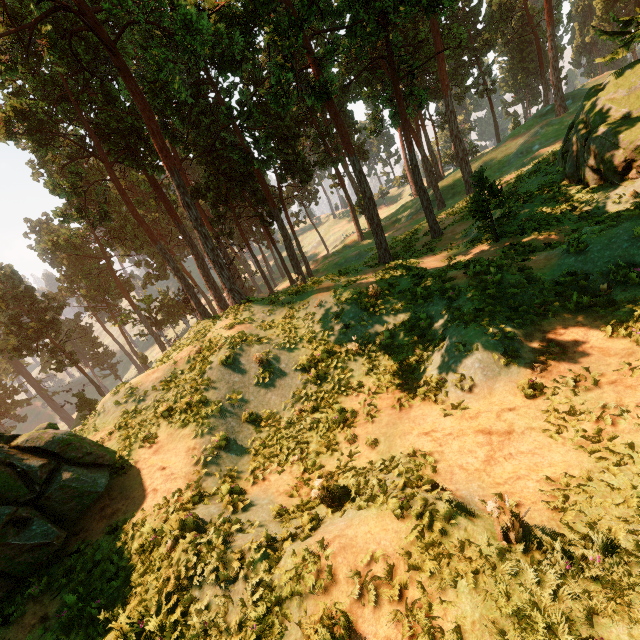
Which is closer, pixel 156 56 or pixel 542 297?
pixel 542 297

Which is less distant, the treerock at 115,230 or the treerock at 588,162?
the treerock at 588,162

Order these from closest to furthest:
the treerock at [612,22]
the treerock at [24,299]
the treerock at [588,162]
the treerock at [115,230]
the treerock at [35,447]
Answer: the treerock at [35,447] < the treerock at [588,162] < the treerock at [612,22] < the treerock at [115,230] < the treerock at [24,299]

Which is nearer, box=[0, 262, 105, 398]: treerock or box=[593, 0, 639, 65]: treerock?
box=[593, 0, 639, 65]: treerock

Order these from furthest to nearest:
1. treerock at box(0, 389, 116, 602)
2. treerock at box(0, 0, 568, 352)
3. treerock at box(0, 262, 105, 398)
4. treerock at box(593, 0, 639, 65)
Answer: treerock at box(0, 262, 105, 398)
treerock at box(0, 0, 568, 352)
treerock at box(593, 0, 639, 65)
treerock at box(0, 389, 116, 602)
